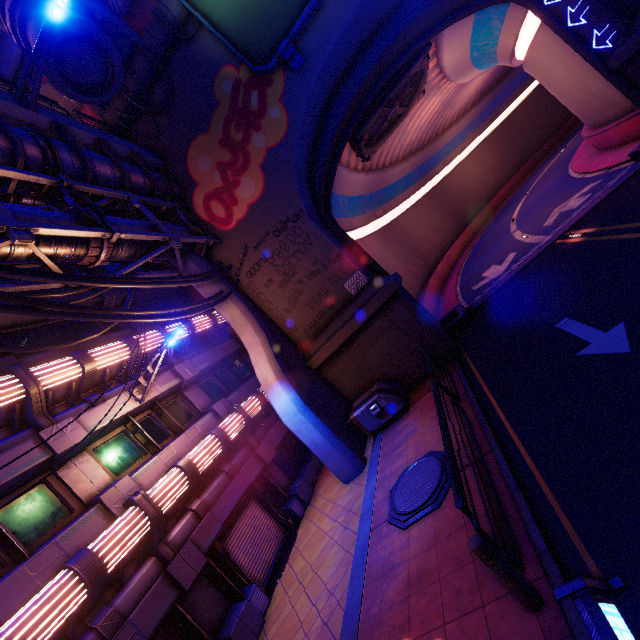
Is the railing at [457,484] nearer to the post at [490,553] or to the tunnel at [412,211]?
the post at [490,553]

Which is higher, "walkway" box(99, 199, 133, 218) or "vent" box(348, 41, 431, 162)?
"walkway" box(99, 199, 133, 218)

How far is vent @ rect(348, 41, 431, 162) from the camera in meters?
16.6 m

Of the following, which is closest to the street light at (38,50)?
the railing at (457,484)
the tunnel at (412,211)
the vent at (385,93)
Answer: the tunnel at (412,211)

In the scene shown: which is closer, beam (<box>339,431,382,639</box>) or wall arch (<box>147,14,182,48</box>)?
beam (<box>339,431,382,639</box>)

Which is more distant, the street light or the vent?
the vent

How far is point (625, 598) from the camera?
3.6 meters

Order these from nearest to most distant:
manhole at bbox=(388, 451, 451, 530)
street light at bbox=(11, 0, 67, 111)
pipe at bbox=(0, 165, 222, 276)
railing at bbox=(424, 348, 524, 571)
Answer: railing at bbox=(424, 348, 524, 571), manhole at bbox=(388, 451, 451, 530), pipe at bbox=(0, 165, 222, 276), street light at bbox=(11, 0, 67, 111)
